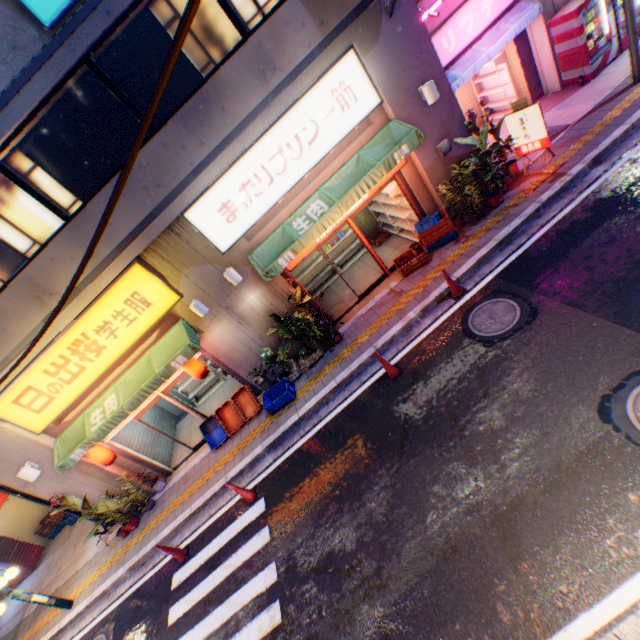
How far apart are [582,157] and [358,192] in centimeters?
581cm

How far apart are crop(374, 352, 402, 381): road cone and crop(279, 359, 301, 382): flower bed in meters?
2.8 m

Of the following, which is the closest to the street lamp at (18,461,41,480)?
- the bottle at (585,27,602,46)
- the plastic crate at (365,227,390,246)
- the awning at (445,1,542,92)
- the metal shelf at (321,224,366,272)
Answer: the metal shelf at (321,224,366,272)

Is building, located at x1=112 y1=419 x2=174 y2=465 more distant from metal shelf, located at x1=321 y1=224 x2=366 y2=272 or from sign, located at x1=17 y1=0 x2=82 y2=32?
metal shelf, located at x1=321 y1=224 x2=366 y2=272

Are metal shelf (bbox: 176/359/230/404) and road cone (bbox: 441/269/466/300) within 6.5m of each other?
no

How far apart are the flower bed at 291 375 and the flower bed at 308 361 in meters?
0.2 m

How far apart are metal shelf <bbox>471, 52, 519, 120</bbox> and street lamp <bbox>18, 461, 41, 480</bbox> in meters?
18.9 m

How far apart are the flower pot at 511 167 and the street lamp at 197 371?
10.4 meters
